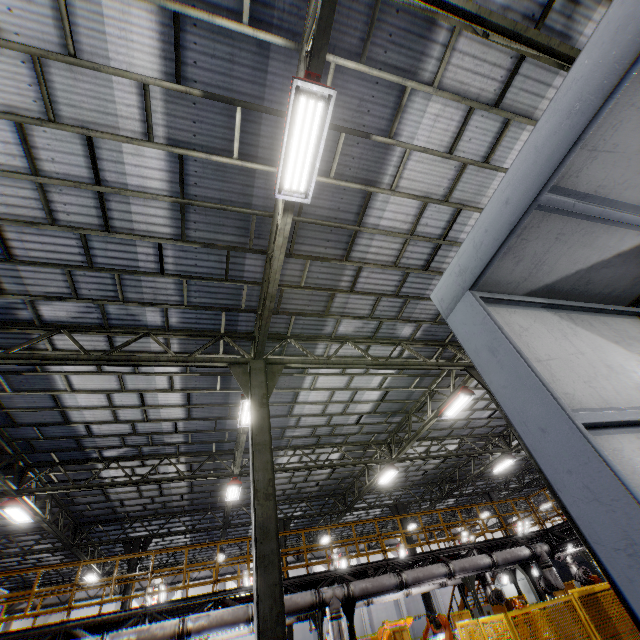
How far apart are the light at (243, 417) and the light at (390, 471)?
8.6m

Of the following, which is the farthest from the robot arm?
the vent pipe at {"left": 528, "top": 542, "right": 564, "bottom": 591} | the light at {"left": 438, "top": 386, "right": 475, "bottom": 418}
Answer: the light at {"left": 438, "top": 386, "right": 475, "bottom": 418}

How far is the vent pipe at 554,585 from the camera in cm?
1232

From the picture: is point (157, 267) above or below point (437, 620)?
above

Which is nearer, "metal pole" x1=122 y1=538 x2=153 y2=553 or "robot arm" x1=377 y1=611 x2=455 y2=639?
"robot arm" x1=377 y1=611 x2=455 y2=639

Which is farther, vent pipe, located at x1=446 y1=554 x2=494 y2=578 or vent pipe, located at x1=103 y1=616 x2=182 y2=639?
vent pipe, located at x1=446 y1=554 x2=494 y2=578

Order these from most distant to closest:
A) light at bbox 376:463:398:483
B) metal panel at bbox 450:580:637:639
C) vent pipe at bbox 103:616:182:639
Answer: light at bbox 376:463:398:483 → vent pipe at bbox 103:616:182:639 → metal panel at bbox 450:580:637:639

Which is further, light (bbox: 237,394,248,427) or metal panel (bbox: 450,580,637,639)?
light (bbox: 237,394,248,427)
